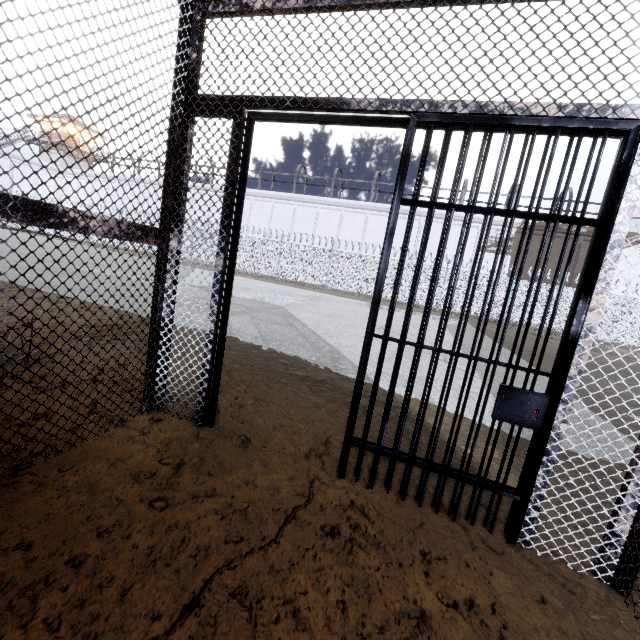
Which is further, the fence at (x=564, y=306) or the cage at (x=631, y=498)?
the fence at (x=564, y=306)

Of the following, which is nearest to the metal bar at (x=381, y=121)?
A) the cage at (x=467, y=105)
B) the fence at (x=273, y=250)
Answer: the cage at (x=467, y=105)

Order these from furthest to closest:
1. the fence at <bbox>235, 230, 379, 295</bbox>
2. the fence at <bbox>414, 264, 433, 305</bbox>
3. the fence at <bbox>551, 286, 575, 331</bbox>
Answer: the fence at <bbox>235, 230, 379, 295</bbox> < the fence at <bbox>414, 264, 433, 305</bbox> < the fence at <bbox>551, 286, 575, 331</bbox>

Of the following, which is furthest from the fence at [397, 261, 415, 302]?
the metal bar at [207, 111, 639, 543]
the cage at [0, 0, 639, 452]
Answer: the metal bar at [207, 111, 639, 543]

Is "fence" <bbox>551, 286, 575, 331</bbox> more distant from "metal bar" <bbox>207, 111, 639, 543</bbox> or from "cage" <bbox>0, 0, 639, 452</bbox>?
"metal bar" <bbox>207, 111, 639, 543</bbox>

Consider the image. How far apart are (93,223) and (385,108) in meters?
1.7 m

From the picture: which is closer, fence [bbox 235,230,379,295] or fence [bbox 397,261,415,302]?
fence [bbox 397,261,415,302]

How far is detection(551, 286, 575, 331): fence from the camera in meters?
19.2 m
